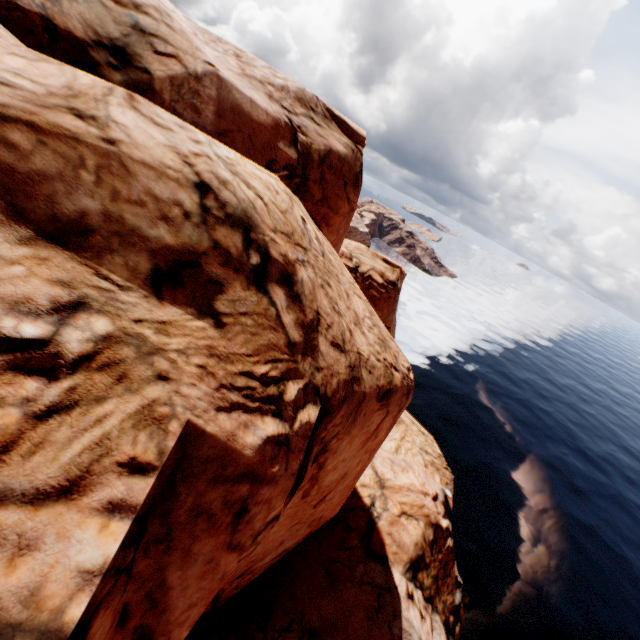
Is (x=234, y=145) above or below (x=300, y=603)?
above
